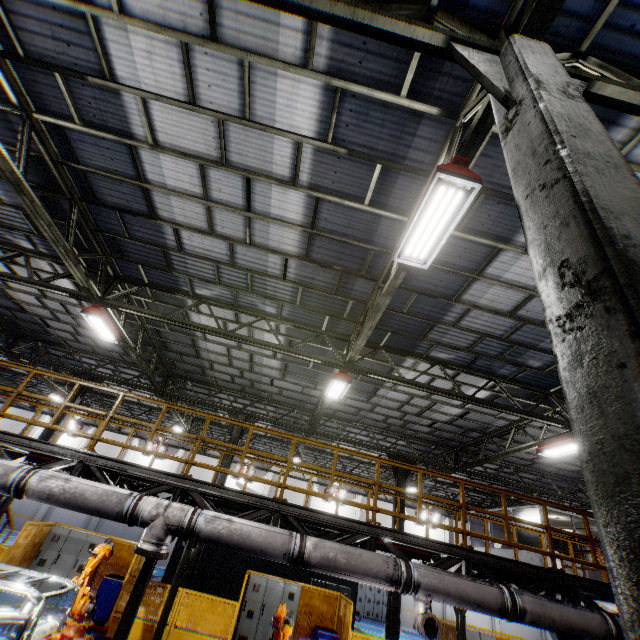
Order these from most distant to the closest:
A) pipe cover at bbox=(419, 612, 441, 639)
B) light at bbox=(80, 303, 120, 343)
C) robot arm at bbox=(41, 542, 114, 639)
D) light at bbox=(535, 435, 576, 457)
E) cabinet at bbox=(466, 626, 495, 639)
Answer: cabinet at bbox=(466, 626, 495, 639)
light at bbox=(535, 435, 576, 457)
light at bbox=(80, 303, 120, 343)
pipe cover at bbox=(419, 612, 441, 639)
robot arm at bbox=(41, 542, 114, 639)

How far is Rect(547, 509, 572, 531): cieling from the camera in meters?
15.1

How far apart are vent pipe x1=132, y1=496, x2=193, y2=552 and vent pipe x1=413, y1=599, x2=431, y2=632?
3.14m

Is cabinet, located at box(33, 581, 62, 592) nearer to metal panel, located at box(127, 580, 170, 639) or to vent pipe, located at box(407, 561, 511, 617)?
metal panel, located at box(127, 580, 170, 639)

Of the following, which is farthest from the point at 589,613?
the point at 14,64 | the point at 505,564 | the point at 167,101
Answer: the point at 14,64

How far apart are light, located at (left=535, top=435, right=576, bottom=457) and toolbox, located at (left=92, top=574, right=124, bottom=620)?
15.14m

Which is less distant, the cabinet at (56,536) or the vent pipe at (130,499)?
the vent pipe at (130,499)

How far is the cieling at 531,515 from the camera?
15.7m
